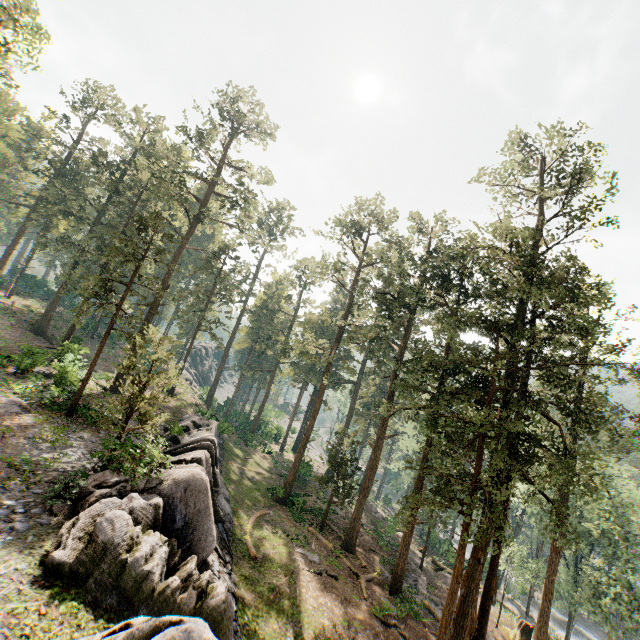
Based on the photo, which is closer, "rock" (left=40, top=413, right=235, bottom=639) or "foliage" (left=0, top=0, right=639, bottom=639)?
"rock" (left=40, top=413, right=235, bottom=639)

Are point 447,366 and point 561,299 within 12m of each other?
yes

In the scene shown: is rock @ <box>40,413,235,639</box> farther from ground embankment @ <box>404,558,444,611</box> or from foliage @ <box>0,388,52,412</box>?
ground embankment @ <box>404,558,444,611</box>

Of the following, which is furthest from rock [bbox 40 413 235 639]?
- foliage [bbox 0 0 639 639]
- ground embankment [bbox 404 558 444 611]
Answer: ground embankment [bbox 404 558 444 611]

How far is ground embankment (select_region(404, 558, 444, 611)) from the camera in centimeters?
2395cm

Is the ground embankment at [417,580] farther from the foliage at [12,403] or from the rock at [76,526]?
the rock at [76,526]
